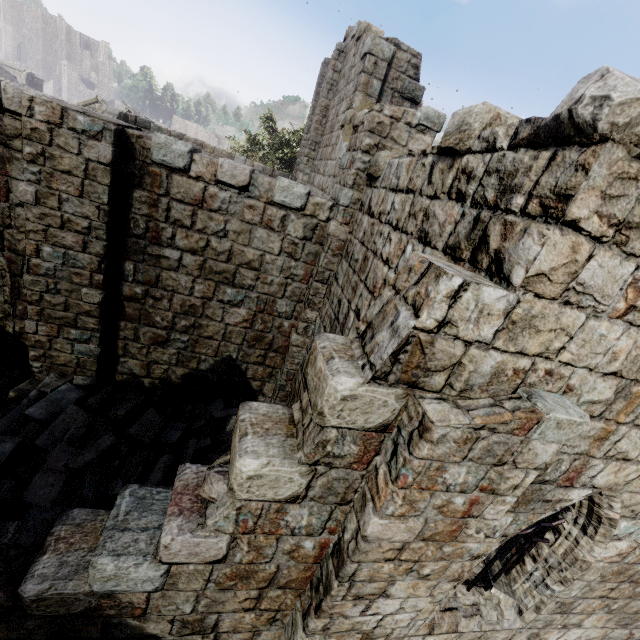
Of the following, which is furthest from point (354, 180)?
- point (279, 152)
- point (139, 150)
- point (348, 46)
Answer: point (279, 152)

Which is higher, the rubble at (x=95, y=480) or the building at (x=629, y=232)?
the building at (x=629, y=232)

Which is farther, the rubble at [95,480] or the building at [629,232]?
the rubble at [95,480]

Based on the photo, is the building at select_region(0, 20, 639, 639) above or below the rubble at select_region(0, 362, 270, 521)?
above

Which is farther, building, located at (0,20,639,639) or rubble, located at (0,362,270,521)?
rubble, located at (0,362,270,521)
